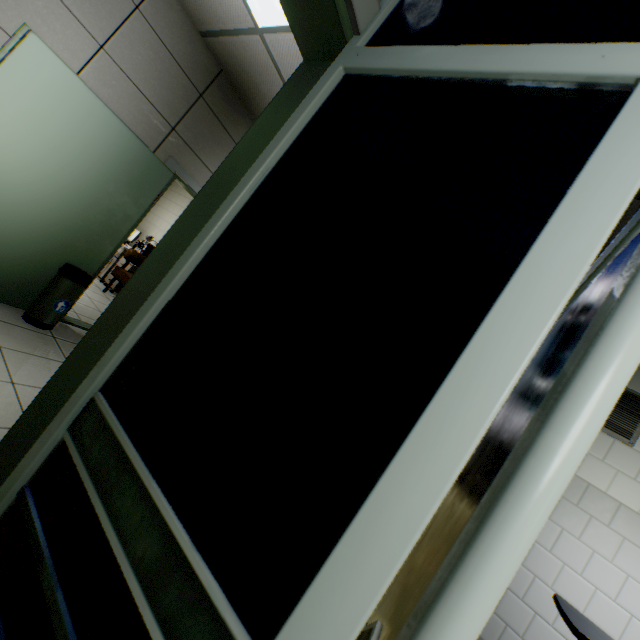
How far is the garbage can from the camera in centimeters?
305cm

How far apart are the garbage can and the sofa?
1.50m

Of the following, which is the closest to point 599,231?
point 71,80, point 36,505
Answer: point 36,505

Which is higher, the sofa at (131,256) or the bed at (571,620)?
the bed at (571,620)

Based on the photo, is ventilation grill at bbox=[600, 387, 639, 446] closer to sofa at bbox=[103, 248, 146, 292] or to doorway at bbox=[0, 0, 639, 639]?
doorway at bbox=[0, 0, 639, 639]

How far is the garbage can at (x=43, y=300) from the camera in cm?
305

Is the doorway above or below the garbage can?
above

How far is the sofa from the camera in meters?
5.6
